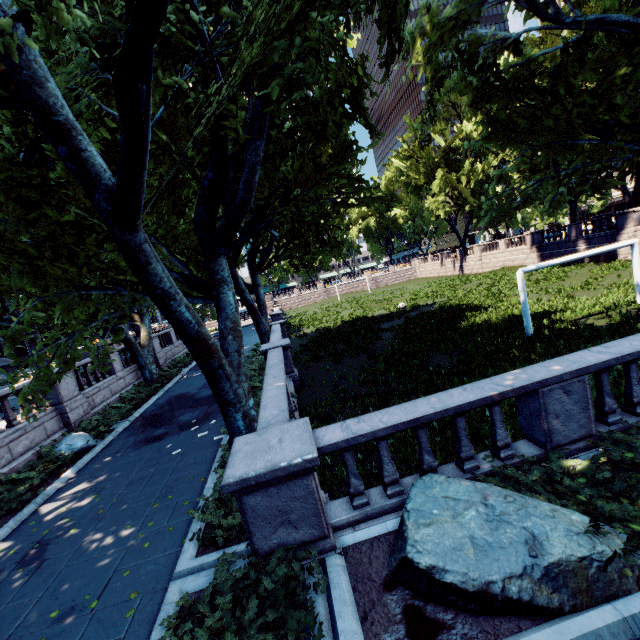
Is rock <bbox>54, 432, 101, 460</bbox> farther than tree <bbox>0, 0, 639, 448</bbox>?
Yes

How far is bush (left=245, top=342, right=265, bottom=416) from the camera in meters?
11.6 m

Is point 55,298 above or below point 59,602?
above

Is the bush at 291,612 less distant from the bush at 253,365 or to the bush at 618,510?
the bush at 618,510

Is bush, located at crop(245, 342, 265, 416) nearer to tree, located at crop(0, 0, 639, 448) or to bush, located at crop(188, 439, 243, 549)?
tree, located at crop(0, 0, 639, 448)

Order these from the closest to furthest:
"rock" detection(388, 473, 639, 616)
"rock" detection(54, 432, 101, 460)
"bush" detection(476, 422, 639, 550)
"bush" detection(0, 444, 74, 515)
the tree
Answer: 1. "rock" detection(388, 473, 639, 616)
2. "bush" detection(476, 422, 639, 550)
3. the tree
4. "bush" detection(0, 444, 74, 515)
5. "rock" detection(54, 432, 101, 460)

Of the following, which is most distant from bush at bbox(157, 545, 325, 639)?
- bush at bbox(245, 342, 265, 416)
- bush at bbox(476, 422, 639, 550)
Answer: bush at bbox(245, 342, 265, 416)

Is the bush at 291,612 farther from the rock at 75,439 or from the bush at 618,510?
the rock at 75,439
